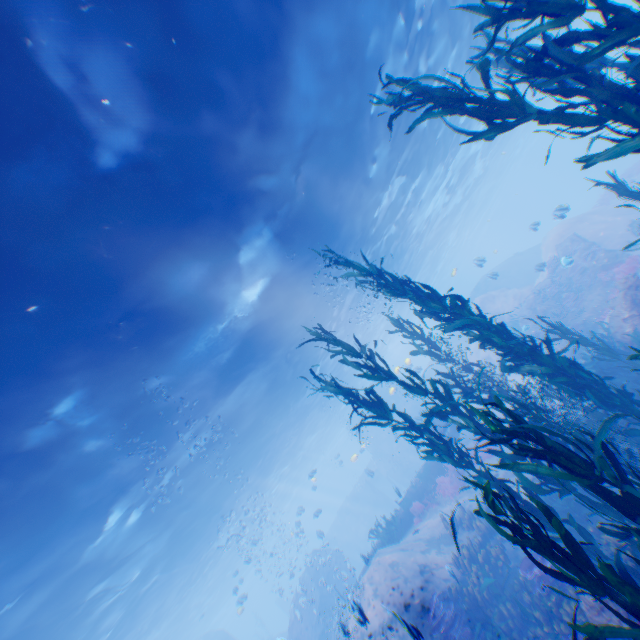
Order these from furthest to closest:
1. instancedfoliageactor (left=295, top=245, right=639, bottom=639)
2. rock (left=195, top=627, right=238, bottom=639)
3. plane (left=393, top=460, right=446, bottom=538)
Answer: rock (left=195, top=627, right=238, bottom=639)
plane (left=393, top=460, right=446, bottom=538)
instancedfoliageactor (left=295, top=245, right=639, bottom=639)

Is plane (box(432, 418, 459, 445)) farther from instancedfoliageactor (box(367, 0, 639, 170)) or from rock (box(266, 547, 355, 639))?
instancedfoliageactor (box(367, 0, 639, 170))

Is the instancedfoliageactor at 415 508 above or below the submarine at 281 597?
below

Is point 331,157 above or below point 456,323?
above

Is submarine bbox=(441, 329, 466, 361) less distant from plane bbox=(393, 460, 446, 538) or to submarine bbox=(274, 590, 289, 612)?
plane bbox=(393, 460, 446, 538)

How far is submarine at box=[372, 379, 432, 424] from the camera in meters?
20.9 m

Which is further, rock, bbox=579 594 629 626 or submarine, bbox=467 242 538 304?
submarine, bbox=467 242 538 304

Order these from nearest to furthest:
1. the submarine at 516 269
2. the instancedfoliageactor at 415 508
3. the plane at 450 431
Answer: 1. the instancedfoliageactor at 415 508
2. the plane at 450 431
3. the submarine at 516 269
